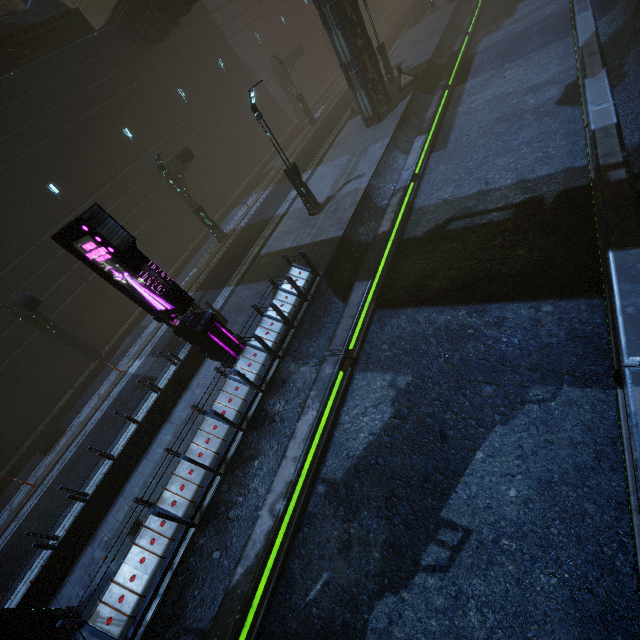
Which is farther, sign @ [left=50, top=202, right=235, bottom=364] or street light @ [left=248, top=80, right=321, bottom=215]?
street light @ [left=248, top=80, right=321, bottom=215]

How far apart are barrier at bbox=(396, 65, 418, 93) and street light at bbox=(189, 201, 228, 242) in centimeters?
1464cm

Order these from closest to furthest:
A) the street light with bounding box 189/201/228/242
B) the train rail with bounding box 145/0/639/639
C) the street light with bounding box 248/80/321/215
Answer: the train rail with bounding box 145/0/639/639
the street light with bounding box 248/80/321/215
the street light with bounding box 189/201/228/242

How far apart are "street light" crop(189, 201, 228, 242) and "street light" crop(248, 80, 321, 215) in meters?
6.7

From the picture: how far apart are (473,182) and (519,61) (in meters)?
11.15

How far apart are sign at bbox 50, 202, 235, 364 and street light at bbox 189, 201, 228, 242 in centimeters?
1019cm

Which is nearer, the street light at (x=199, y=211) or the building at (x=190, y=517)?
the building at (x=190, y=517)

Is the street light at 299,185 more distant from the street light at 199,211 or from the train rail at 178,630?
the street light at 199,211
